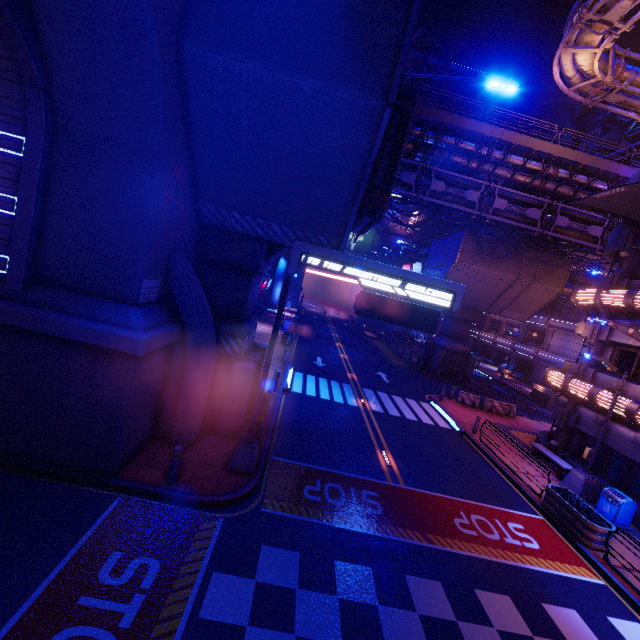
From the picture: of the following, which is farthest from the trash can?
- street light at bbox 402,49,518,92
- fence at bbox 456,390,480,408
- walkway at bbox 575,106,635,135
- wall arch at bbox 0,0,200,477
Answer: walkway at bbox 575,106,635,135

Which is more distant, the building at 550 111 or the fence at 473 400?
the building at 550 111

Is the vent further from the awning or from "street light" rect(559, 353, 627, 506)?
"street light" rect(559, 353, 627, 506)

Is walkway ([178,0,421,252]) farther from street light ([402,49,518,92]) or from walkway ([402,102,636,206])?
walkway ([402,102,636,206])

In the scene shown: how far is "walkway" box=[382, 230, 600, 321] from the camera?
27.97m

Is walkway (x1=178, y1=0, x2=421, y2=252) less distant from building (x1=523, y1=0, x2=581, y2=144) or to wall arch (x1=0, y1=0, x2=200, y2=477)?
wall arch (x1=0, y1=0, x2=200, y2=477)

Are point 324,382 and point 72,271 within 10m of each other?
no

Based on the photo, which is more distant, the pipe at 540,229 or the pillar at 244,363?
the pipe at 540,229
